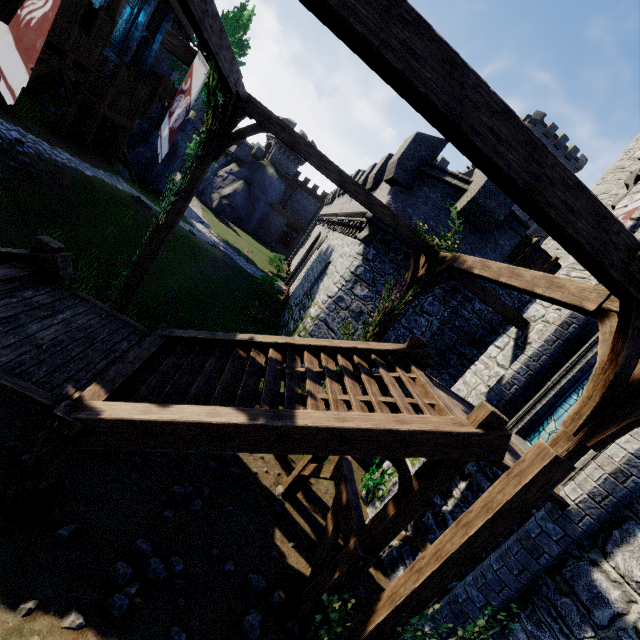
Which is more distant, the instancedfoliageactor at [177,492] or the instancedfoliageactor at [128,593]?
the instancedfoliageactor at [177,492]

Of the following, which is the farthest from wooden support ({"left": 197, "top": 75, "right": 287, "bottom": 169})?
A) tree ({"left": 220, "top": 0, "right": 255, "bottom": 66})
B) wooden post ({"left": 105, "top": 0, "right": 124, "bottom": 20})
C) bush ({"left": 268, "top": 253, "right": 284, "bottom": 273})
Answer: bush ({"left": 268, "top": 253, "right": 284, "bottom": 273})

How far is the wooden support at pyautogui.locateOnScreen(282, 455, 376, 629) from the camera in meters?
5.4 m

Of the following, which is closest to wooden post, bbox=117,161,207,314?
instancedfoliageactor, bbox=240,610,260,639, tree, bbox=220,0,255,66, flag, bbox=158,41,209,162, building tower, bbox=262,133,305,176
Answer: flag, bbox=158,41,209,162

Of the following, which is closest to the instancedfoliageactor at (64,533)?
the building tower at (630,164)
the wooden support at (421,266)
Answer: the wooden support at (421,266)

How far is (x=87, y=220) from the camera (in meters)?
12.15

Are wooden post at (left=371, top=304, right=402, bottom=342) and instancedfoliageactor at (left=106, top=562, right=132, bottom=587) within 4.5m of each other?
no

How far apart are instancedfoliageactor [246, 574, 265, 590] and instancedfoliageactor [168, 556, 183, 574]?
1.28m
